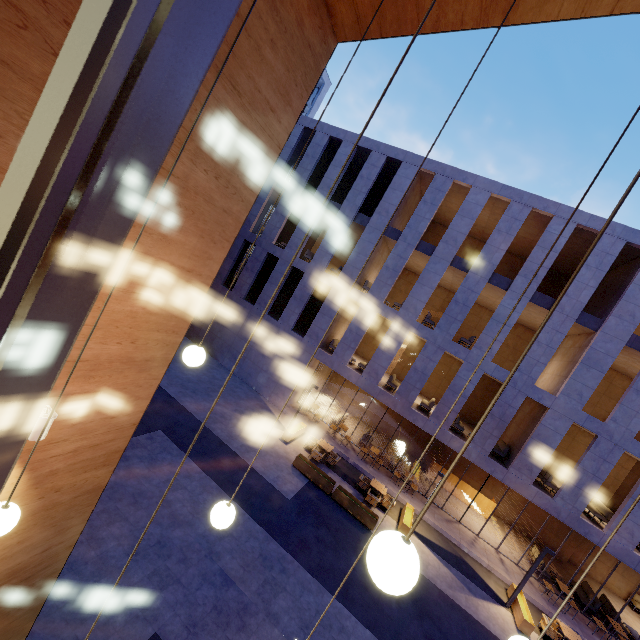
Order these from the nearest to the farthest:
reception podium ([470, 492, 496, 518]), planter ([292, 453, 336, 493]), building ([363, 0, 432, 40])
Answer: building ([363, 0, 432, 40]) → planter ([292, 453, 336, 493]) → reception podium ([470, 492, 496, 518])

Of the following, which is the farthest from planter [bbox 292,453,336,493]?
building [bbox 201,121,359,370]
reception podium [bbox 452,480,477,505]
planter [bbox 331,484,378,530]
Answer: reception podium [bbox 452,480,477,505]

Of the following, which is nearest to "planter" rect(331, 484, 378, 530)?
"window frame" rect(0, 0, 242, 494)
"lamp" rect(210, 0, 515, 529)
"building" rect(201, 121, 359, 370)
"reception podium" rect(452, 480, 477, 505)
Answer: "building" rect(201, 121, 359, 370)

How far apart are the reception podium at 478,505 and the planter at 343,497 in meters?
9.3

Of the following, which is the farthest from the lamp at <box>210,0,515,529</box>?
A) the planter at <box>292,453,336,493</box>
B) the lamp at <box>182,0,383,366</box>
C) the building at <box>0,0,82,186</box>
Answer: the planter at <box>292,453,336,493</box>

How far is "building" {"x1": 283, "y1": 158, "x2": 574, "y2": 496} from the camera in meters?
15.7 m

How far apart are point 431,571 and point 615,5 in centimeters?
1572cm

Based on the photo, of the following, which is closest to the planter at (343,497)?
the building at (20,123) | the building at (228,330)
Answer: the building at (228,330)
